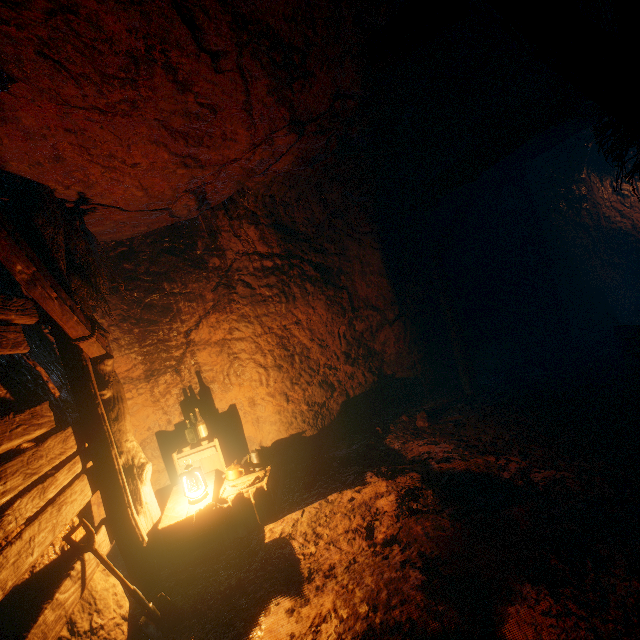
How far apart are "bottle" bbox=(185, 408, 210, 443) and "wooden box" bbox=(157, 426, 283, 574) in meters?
0.0 m

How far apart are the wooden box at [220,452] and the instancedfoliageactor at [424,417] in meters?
2.5

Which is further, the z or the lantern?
the lantern

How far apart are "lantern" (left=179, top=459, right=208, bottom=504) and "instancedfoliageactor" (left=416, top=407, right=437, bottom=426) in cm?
359

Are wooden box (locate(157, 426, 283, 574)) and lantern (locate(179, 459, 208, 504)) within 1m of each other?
yes

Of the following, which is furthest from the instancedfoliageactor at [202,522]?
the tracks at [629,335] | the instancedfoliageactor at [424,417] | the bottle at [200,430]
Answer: the tracks at [629,335]

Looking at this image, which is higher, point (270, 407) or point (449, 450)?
point (270, 407)

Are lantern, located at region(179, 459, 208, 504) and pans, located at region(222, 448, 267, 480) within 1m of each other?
yes
